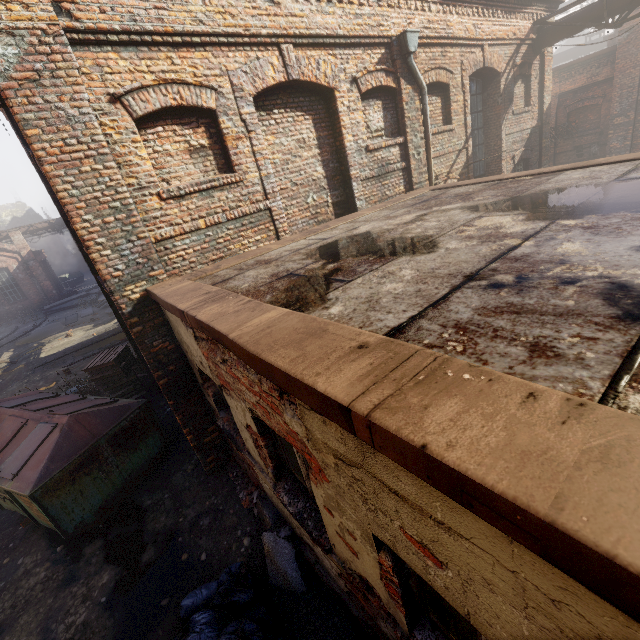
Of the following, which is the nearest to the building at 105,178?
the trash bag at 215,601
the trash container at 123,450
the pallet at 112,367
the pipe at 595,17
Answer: the trash container at 123,450

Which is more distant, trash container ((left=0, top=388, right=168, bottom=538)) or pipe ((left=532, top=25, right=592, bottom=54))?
pipe ((left=532, top=25, right=592, bottom=54))

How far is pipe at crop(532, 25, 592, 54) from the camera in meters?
9.9 m

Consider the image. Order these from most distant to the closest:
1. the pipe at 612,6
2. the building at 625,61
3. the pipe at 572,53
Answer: the pipe at 572,53 < the building at 625,61 < the pipe at 612,6

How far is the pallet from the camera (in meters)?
9.05

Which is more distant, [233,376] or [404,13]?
[404,13]

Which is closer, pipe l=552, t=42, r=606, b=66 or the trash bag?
the trash bag
